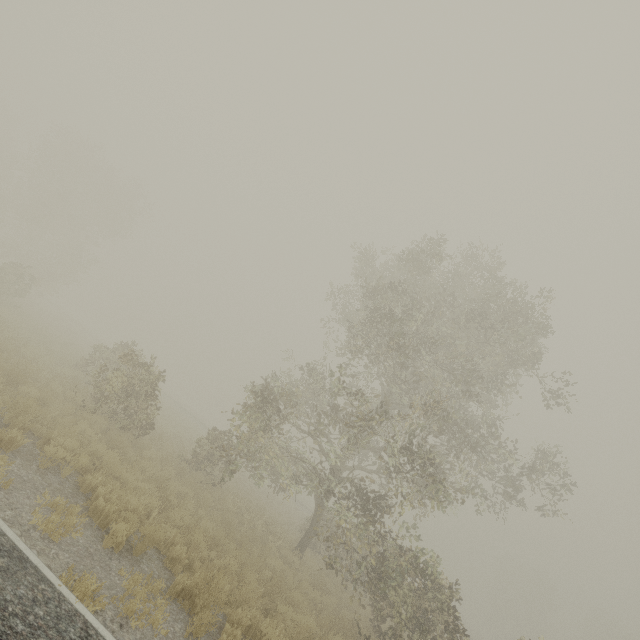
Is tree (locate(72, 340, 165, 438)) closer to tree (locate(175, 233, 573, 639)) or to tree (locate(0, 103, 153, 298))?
tree (locate(175, 233, 573, 639))

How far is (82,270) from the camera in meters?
38.3 m

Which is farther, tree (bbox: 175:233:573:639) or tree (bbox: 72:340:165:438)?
tree (bbox: 72:340:165:438)

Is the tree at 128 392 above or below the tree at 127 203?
below

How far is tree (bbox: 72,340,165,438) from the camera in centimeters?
1249cm

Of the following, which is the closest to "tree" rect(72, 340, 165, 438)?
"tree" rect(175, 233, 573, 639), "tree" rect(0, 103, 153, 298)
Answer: "tree" rect(175, 233, 573, 639)

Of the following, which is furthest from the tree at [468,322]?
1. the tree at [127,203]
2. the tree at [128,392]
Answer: the tree at [127,203]

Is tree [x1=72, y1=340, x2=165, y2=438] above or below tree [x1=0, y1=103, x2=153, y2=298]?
below
